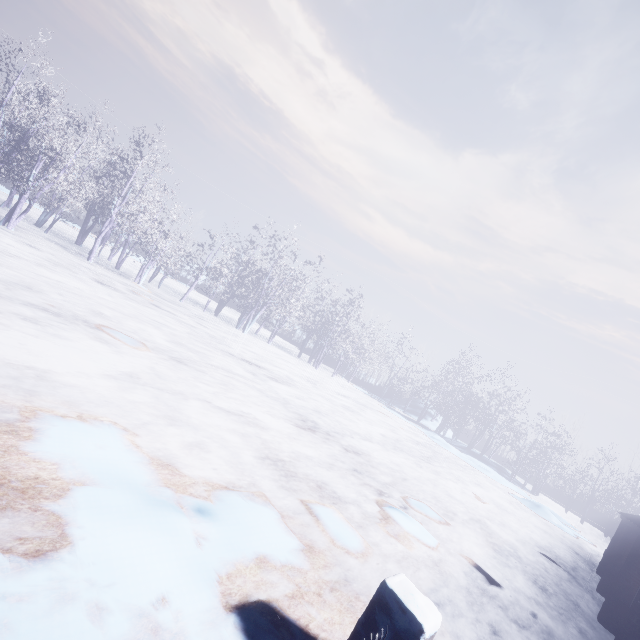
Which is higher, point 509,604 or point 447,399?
point 447,399

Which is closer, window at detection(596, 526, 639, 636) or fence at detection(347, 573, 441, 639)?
fence at detection(347, 573, 441, 639)

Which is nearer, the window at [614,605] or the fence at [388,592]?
the fence at [388,592]
